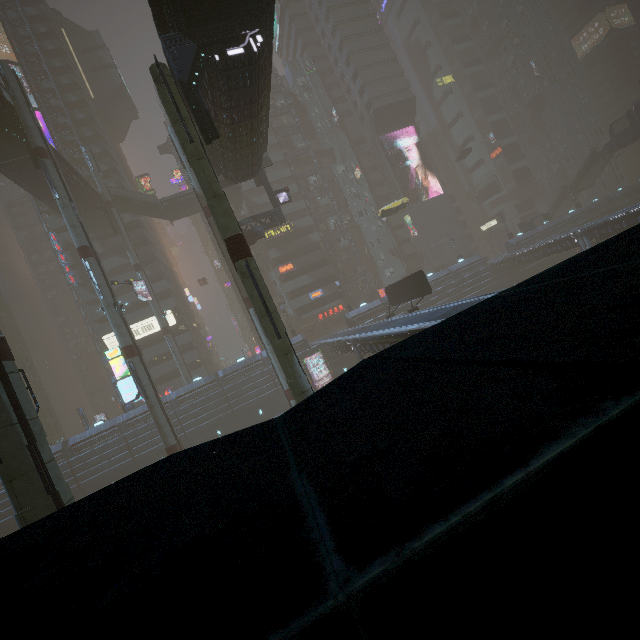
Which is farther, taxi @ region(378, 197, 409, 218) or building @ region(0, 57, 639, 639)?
taxi @ region(378, 197, 409, 218)

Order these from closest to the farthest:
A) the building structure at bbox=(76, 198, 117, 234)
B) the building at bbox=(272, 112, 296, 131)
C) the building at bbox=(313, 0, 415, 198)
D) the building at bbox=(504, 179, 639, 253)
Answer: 1. the building structure at bbox=(76, 198, 117, 234)
2. the building at bbox=(504, 179, 639, 253)
3. the building at bbox=(313, 0, 415, 198)
4. the building at bbox=(272, 112, 296, 131)

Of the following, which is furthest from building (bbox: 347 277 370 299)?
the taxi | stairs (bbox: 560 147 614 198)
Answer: the taxi

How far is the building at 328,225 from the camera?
57.5 meters

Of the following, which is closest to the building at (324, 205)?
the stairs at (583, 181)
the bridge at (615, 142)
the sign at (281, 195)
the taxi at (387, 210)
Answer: the stairs at (583, 181)

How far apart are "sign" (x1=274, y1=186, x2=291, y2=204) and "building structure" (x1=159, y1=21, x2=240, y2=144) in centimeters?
1633cm

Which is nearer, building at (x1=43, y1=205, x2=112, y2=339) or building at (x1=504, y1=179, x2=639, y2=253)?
building at (x1=43, y1=205, x2=112, y2=339)

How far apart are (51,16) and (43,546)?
86.8m
